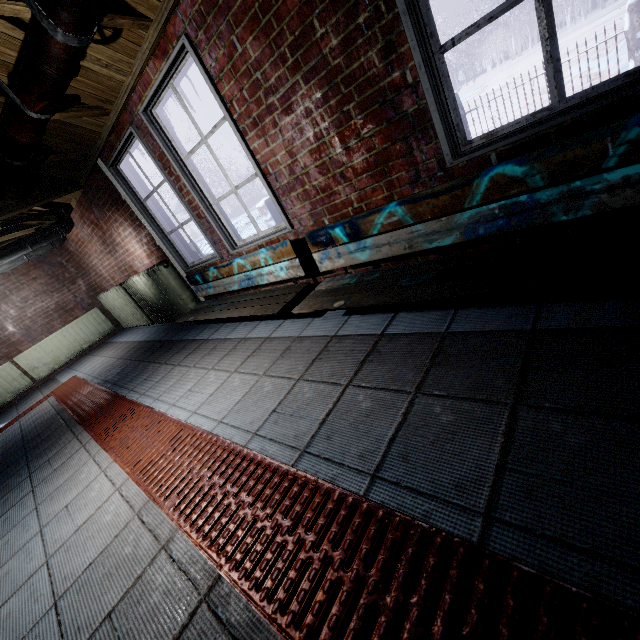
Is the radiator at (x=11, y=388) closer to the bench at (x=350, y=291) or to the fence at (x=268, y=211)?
the fence at (x=268, y=211)

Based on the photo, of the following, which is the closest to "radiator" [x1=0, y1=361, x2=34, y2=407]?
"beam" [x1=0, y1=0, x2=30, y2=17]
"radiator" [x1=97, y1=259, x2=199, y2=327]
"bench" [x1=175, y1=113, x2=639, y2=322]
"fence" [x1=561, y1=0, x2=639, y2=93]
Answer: "radiator" [x1=97, y1=259, x2=199, y2=327]

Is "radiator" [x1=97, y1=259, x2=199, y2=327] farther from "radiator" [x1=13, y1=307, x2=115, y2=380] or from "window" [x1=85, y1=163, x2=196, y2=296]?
"radiator" [x1=13, y1=307, x2=115, y2=380]

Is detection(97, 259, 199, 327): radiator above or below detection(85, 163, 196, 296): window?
below

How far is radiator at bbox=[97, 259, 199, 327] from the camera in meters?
4.0

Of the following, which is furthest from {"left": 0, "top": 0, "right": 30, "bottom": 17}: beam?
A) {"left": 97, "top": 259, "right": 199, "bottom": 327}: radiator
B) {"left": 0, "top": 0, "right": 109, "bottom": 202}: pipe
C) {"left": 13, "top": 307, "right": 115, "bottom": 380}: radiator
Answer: {"left": 13, "top": 307, "right": 115, "bottom": 380}: radiator

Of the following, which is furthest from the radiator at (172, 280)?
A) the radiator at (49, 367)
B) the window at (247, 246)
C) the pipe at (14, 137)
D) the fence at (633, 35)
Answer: the fence at (633, 35)

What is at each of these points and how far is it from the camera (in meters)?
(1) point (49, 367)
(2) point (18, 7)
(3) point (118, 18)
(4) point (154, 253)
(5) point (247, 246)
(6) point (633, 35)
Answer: (1) radiator, 6.04
(2) beam, 1.54
(3) beam, 1.83
(4) window, 4.04
(5) window, 2.83
(6) fence, 3.72
